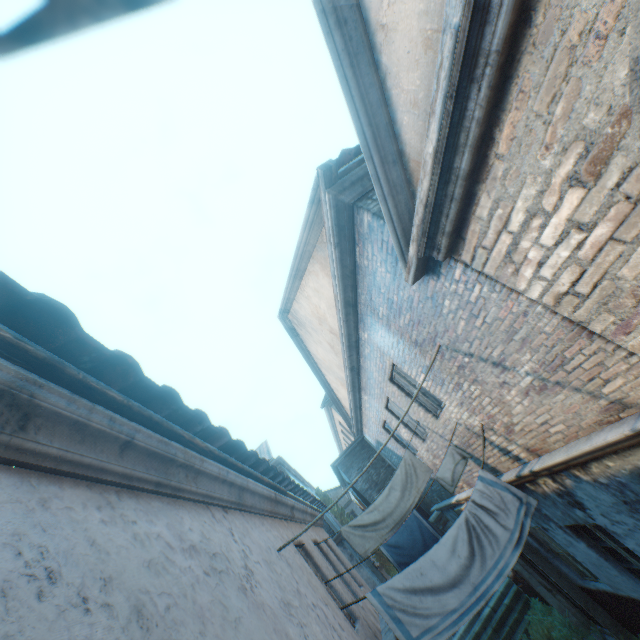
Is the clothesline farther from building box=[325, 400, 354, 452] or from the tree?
building box=[325, 400, 354, 452]

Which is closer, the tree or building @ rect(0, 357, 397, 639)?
building @ rect(0, 357, 397, 639)

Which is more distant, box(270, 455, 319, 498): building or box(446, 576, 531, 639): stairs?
box(270, 455, 319, 498): building

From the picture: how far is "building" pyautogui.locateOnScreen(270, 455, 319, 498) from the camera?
14.8 meters

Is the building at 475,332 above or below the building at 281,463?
below

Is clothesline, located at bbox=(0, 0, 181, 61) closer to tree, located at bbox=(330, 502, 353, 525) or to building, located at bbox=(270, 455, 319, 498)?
building, located at bbox=(270, 455, 319, 498)

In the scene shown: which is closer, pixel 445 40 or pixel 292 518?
pixel 445 40

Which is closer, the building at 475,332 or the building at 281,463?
the building at 475,332
